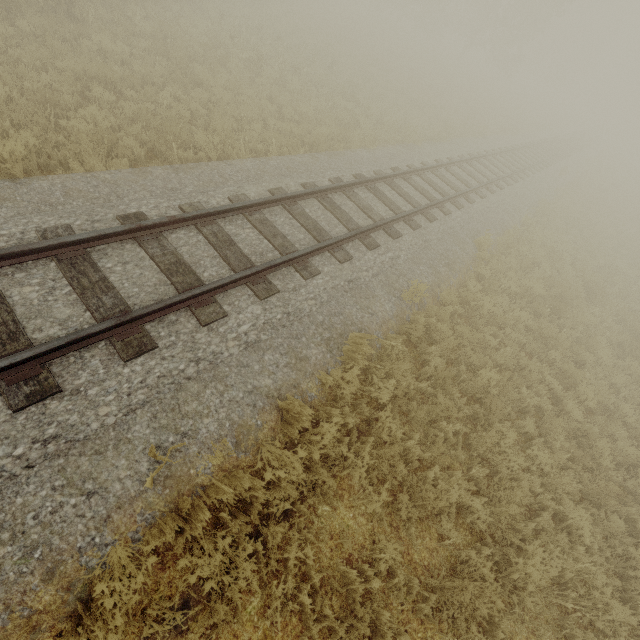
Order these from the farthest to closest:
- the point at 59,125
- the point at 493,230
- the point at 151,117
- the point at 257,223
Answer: the point at 493,230 → the point at 151,117 → the point at 59,125 → the point at 257,223
